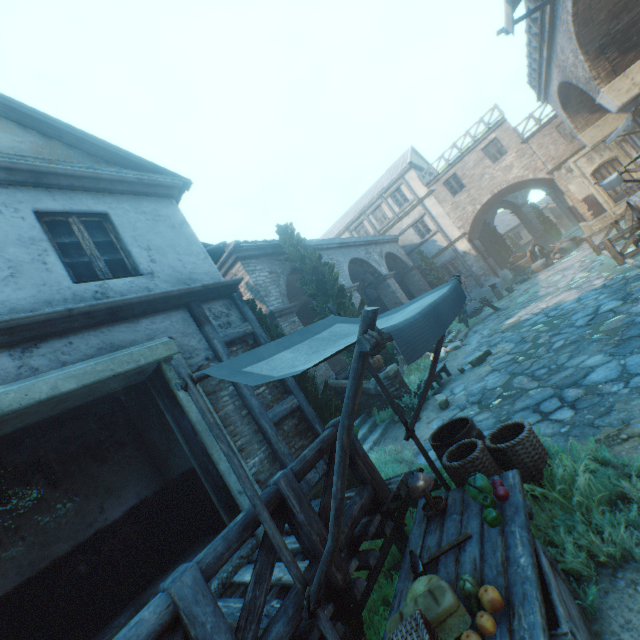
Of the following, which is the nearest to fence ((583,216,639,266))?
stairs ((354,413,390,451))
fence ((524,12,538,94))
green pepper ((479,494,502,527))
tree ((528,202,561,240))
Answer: fence ((524,12,538,94))

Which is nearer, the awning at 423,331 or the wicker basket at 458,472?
the awning at 423,331

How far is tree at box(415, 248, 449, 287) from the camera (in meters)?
22.20

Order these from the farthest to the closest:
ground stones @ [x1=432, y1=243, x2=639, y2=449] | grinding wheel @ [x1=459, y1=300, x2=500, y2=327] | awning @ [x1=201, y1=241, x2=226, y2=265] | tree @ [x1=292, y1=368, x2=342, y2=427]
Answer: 1. grinding wheel @ [x1=459, y1=300, x2=500, y2=327]
2. awning @ [x1=201, y1=241, x2=226, y2=265]
3. tree @ [x1=292, y1=368, x2=342, y2=427]
4. ground stones @ [x1=432, y1=243, x2=639, y2=449]

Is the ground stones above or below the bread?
below

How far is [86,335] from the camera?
4.31m

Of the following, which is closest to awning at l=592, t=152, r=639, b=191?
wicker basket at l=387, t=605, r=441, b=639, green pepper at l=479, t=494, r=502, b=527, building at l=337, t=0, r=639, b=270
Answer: green pepper at l=479, t=494, r=502, b=527

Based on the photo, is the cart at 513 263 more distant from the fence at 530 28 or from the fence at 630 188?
the fence at 530 28
